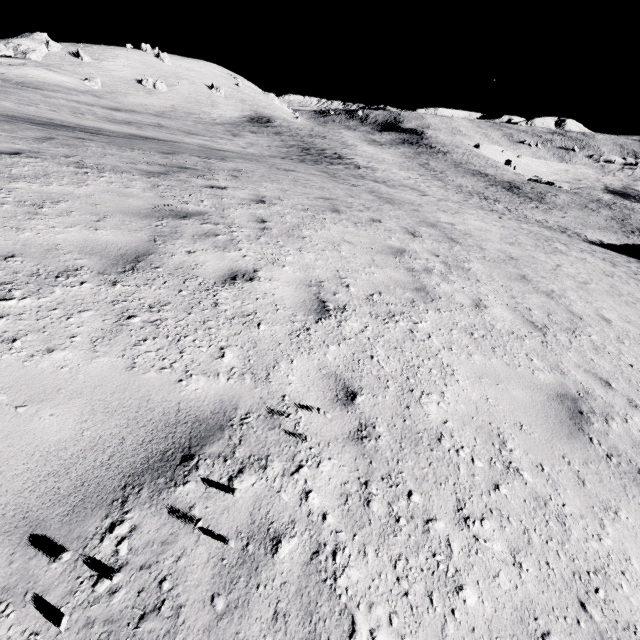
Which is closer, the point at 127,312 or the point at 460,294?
the point at 127,312
